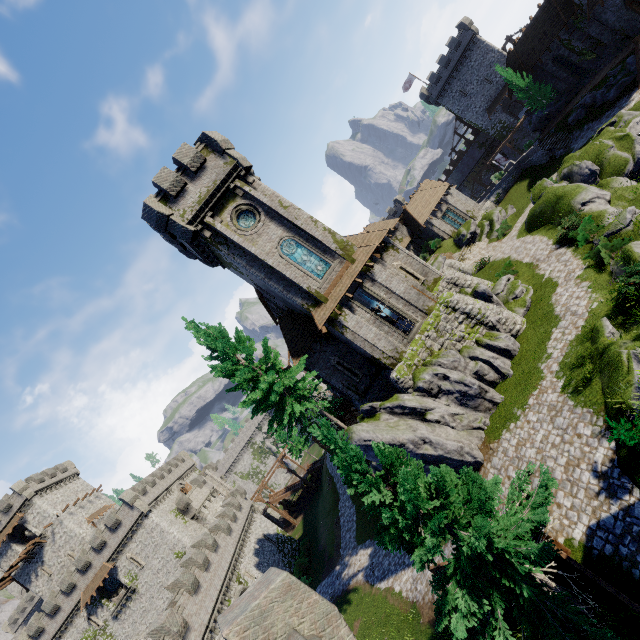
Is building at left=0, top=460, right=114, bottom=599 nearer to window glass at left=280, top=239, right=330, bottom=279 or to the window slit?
the window slit

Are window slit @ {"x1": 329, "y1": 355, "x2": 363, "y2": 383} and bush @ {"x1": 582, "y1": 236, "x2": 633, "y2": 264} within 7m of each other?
no

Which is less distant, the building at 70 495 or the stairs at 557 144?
the stairs at 557 144

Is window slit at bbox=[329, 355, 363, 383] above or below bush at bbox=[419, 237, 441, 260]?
above

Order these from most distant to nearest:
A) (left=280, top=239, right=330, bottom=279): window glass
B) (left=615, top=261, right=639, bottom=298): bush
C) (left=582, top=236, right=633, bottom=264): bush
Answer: (left=280, top=239, right=330, bottom=279): window glass
(left=582, top=236, right=633, bottom=264): bush
(left=615, top=261, right=639, bottom=298): bush

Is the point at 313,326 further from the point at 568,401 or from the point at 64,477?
the point at 64,477

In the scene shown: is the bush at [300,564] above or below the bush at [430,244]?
below

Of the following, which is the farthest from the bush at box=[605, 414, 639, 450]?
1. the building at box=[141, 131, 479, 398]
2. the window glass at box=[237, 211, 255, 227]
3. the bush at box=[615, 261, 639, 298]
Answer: the window glass at box=[237, 211, 255, 227]
